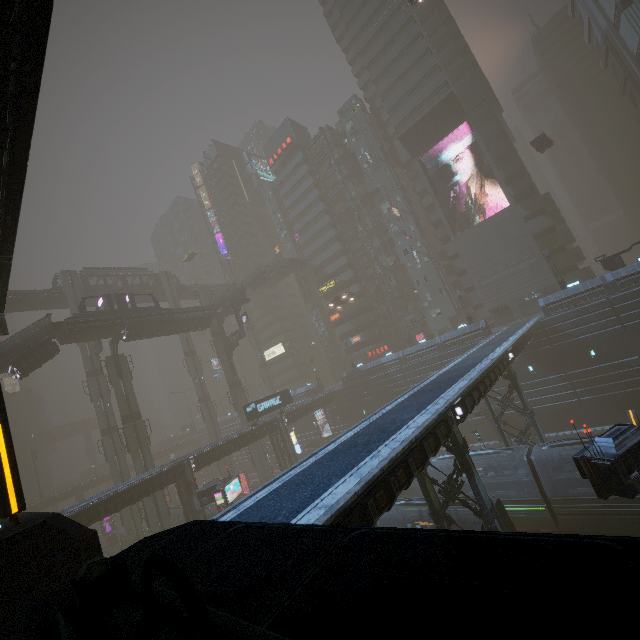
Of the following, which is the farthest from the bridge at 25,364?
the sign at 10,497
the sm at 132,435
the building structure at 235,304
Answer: the sign at 10,497

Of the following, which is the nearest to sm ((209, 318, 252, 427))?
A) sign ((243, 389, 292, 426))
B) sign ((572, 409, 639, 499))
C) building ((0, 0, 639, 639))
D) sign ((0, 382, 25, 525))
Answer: building ((0, 0, 639, 639))

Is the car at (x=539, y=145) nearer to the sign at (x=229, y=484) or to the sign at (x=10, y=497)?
the sign at (x=10, y=497)

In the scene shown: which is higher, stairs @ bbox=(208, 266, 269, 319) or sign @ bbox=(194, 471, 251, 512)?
stairs @ bbox=(208, 266, 269, 319)

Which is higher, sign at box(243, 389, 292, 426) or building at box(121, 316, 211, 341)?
building at box(121, 316, 211, 341)

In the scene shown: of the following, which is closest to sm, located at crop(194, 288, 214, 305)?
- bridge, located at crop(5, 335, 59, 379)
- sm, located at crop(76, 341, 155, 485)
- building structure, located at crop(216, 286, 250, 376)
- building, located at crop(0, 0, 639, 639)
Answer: building structure, located at crop(216, 286, 250, 376)

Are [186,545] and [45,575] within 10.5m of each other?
yes

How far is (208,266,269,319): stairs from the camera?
49.4m
